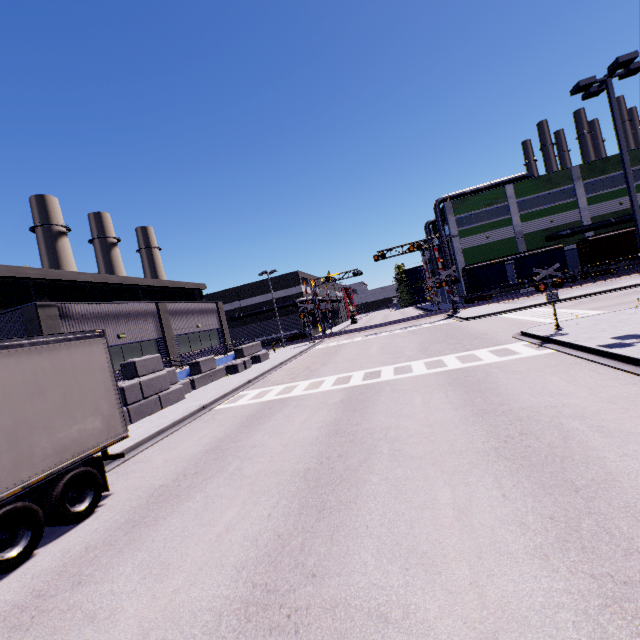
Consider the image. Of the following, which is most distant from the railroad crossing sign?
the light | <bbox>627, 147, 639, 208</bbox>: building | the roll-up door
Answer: the roll-up door

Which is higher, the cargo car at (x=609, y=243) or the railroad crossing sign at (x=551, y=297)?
the cargo car at (x=609, y=243)

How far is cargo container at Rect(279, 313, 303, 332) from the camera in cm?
4684

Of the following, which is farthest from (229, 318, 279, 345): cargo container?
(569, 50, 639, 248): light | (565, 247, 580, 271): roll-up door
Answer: (565, 247, 580, 271): roll-up door

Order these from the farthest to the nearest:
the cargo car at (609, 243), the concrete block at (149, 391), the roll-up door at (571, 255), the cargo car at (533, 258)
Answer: the roll-up door at (571, 255) < the cargo car at (533, 258) < the cargo car at (609, 243) < the concrete block at (149, 391)

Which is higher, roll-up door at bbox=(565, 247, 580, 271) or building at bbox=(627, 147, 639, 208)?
building at bbox=(627, 147, 639, 208)

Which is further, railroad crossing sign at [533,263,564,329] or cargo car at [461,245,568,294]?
cargo car at [461,245,568,294]

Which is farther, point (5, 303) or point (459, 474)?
point (5, 303)
